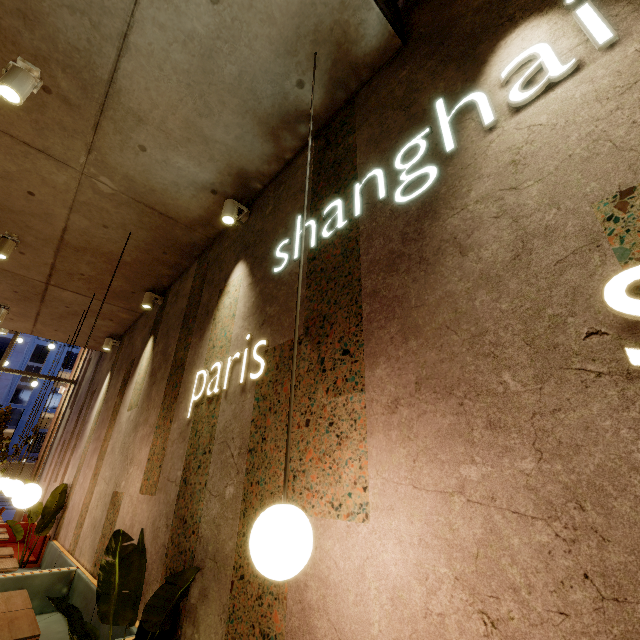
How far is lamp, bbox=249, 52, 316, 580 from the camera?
0.92m

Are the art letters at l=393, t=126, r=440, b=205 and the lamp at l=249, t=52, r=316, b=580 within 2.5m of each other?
yes

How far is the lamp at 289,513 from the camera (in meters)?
0.92

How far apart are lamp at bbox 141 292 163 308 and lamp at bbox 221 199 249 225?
2.5m

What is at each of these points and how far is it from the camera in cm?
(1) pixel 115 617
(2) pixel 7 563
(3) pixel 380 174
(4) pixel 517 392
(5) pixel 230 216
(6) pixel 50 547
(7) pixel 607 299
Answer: (1) tree, 178
(2) table, 393
(3) art letters, 199
(4) building, 105
(5) lamp, 340
(6) seat, 500
(7) art letters, 95

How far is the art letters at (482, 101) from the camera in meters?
1.5 m

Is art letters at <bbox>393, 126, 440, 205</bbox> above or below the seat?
above

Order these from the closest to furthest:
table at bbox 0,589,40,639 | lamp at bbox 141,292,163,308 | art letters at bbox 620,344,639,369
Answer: art letters at bbox 620,344,639,369, table at bbox 0,589,40,639, lamp at bbox 141,292,163,308
